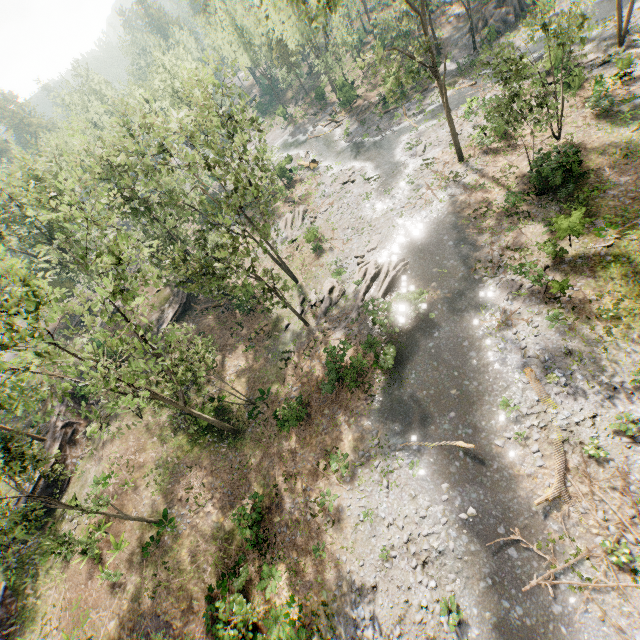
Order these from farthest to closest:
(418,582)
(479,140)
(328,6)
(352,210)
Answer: (352,210) < (479,140) < (328,6) < (418,582)

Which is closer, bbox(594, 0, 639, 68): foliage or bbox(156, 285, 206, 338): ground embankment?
bbox(594, 0, 639, 68): foliage

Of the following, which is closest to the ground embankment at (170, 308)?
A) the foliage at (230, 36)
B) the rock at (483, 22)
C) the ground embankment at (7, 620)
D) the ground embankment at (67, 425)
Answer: the foliage at (230, 36)

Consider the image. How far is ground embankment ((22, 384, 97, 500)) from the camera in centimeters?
2597cm

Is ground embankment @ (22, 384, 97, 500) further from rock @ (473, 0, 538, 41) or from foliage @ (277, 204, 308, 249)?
rock @ (473, 0, 538, 41)

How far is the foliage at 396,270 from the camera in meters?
25.3

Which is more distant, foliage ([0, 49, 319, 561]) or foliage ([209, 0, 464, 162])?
foliage ([209, 0, 464, 162])
